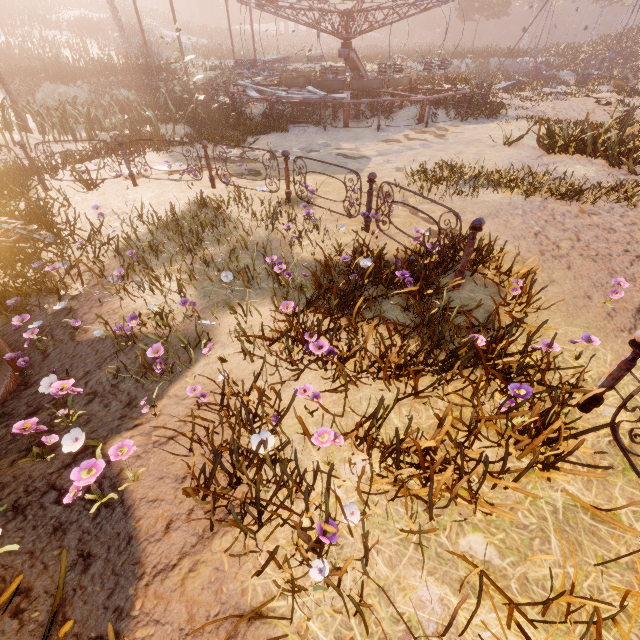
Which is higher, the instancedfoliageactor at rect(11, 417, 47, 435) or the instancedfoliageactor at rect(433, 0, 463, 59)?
the instancedfoliageactor at rect(433, 0, 463, 59)

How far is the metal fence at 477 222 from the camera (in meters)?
3.76

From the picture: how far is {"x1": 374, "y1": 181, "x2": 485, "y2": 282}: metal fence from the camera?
3.8 meters

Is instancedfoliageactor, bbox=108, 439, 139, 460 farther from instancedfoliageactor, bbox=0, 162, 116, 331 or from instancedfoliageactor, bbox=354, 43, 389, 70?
instancedfoliageactor, bbox=354, 43, 389, 70

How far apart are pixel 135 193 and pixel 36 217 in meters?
2.1

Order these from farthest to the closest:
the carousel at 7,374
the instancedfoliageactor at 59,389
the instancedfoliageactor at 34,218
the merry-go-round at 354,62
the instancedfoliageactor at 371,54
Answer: the instancedfoliageactor at 371,54 < the merry-go-round at 354,62 < the instancedfoliageactor at 34,218 < the carousel at 7,374 < the instancedfoliageactor at 59,389

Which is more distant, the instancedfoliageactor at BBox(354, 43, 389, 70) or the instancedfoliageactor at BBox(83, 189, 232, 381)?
the instancedfoliageactor at BBox(354, 43, 389, 70)

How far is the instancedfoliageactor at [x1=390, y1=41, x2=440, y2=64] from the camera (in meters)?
28.36
